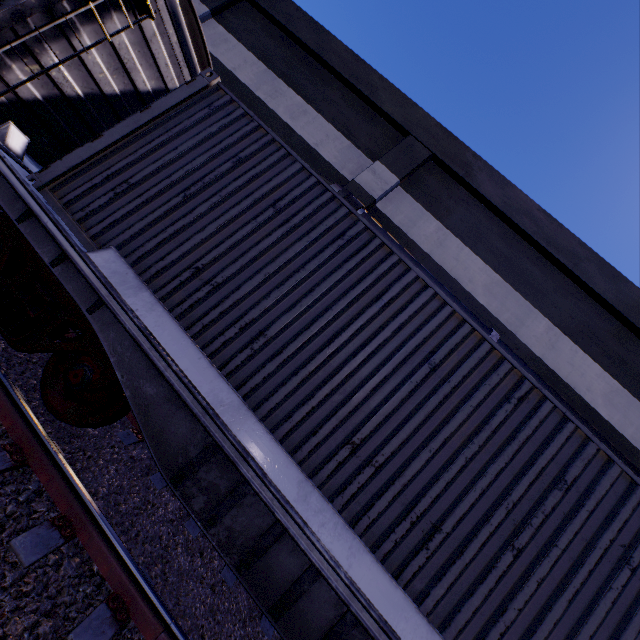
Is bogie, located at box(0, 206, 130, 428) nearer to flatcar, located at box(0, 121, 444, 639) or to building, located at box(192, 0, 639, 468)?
flatcar, located at box(0, 121, 444, 639)

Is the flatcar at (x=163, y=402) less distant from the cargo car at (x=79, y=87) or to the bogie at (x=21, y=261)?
the bogie at (x=21, y=261)

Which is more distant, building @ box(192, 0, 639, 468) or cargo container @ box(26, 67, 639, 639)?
building @ box(192, 0, 639, 468)

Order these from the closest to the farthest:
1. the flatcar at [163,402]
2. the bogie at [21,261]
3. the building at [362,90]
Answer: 1. the flatcar at [163,402]
2. the bogie at [21,261]
3. the building at [362,90]

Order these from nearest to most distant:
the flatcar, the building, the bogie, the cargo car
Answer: the flatcar < the bogie < the cargo car < the building

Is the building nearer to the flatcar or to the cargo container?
the cargo container

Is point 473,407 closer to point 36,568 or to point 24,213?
point 36,568

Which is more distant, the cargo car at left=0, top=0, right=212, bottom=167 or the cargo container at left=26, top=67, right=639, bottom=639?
the cargo car at left=0, top=0, right=212, bottom=167
